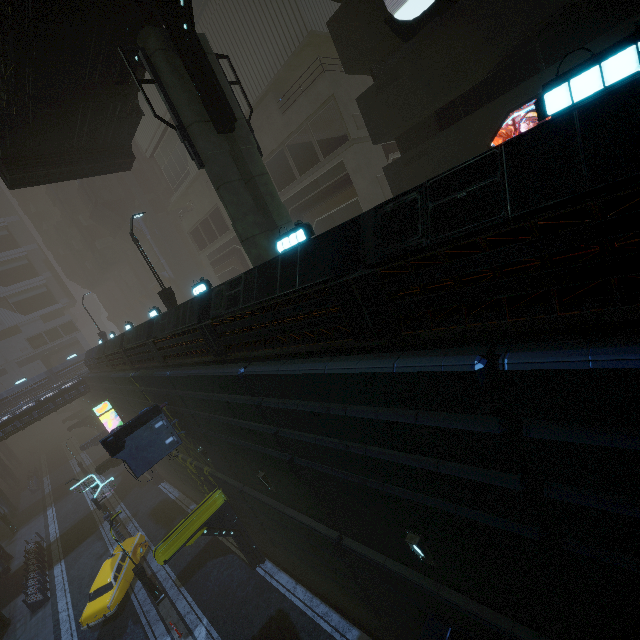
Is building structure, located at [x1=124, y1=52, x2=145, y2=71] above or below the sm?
above

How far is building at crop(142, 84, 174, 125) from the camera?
28.6m

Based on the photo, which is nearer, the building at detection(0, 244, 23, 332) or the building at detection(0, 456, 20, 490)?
the building at detection(0, 456, 20, 490)

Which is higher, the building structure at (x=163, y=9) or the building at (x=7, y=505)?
the building structure at (x=163, y=9)

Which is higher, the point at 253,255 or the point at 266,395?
the point at 253,255

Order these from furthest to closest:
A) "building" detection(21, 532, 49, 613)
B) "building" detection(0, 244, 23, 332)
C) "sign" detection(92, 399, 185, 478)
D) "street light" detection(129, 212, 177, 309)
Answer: "building" detection(0, 244, 23, 332), "building" detection(21, 532, 49, 613), "street light" detection(129, 212, 177, 309), "sign" detection(92, 399, 185, 478)

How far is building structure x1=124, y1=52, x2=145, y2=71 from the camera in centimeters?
1081cm

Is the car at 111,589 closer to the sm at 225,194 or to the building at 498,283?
the building at 498,283
